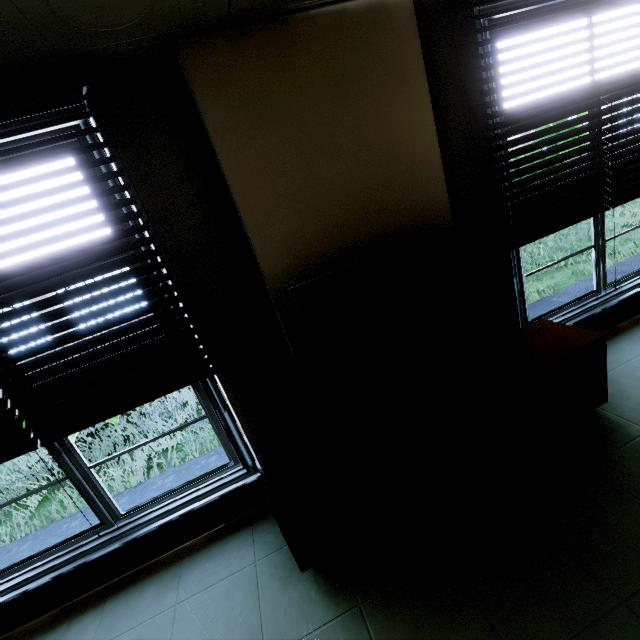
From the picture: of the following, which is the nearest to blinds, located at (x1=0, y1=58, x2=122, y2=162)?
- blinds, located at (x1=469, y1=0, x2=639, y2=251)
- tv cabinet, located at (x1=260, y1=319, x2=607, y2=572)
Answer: tv cabinet, located at (x1=260, y1=319, x2=607, y2=572)

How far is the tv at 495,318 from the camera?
1.70m

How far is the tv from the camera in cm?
170

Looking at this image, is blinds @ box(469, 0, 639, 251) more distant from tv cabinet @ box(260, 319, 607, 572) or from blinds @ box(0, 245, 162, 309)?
blinds @ box(0, 245, 162, 309)

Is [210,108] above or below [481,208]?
above

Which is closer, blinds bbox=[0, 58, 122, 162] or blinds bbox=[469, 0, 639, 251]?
blinds bbox=[0, 58, 122, 162]

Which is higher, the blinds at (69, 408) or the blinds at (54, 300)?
the blinds at (54, 300)
